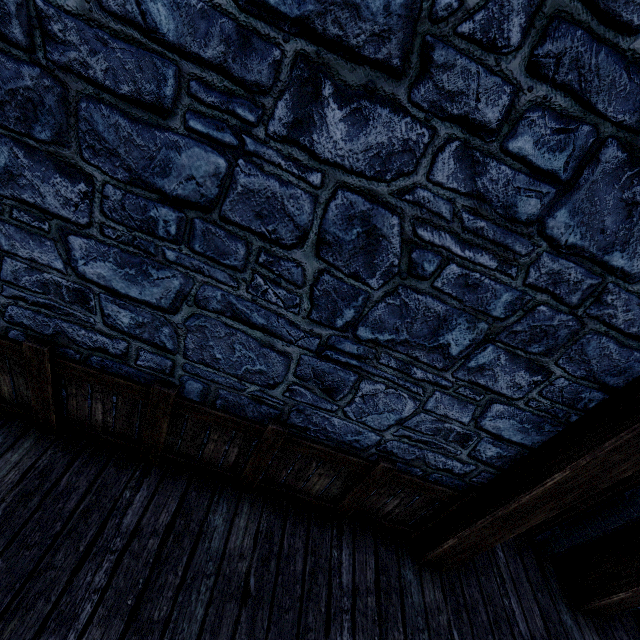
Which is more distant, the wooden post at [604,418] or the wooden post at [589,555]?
the wooden post at [589,555]

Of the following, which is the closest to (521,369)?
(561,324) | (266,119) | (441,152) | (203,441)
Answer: (561,324)

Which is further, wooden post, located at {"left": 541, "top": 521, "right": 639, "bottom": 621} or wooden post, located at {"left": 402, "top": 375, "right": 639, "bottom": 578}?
wooden post, located at {"left": 541, "top": 521, "right": 639, "bottom": 621}
